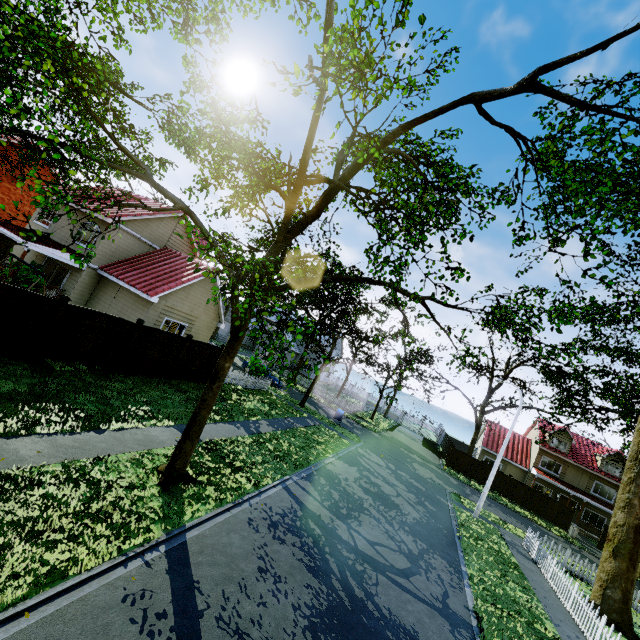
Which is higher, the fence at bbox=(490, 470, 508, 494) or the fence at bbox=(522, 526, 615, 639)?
the fence at bbox=(490, 470, 508, 494)

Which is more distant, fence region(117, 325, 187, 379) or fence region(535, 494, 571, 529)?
fence region(535, 494, 571, 529)

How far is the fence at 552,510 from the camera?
30.5m

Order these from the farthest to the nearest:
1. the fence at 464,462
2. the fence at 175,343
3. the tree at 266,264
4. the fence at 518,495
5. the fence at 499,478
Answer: the fence at 464,462
the fence at 499,478
the fence at 518,495
the fence at 175,343
the tree at 266,264

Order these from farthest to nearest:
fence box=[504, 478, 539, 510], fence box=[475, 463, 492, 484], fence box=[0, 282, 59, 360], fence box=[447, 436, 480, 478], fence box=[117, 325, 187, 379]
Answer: fence box=[447, 436, 480, 478] < fence box=[475, 463, 492, 484] < fence box=[504, 478, 539, 510] < fence box=[117, 325, 187, 379] < fence box=[0, 282, 59, 360]

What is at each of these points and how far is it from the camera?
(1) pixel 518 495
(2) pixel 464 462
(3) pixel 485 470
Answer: (1) fence, 32.03m
(2) fence, 34.19m
(3) fence, 33.44m
